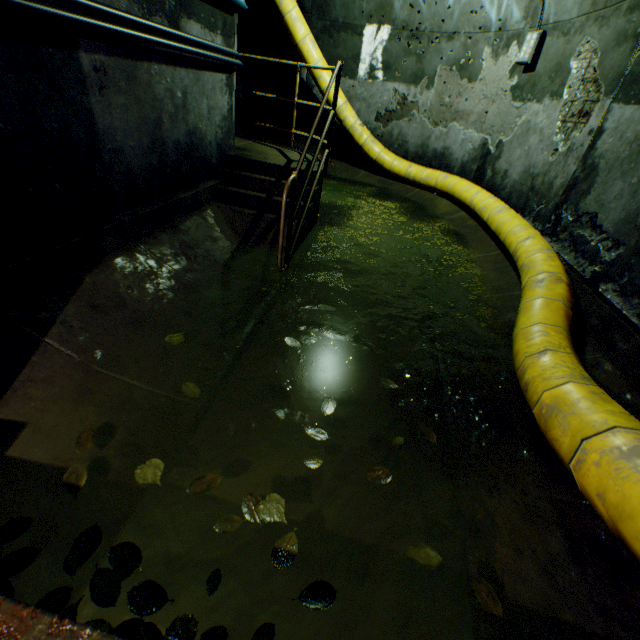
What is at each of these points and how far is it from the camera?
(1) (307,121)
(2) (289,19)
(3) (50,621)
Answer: (1) building tunnel, 8.6 meters
(2) large conduit, 6.5 meters
(3) sewer grate, 0.8 meters

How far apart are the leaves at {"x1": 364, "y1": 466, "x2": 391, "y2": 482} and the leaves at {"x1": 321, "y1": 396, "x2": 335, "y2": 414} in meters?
0.4 m

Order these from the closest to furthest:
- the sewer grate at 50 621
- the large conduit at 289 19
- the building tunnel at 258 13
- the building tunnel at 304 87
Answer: the sewer grate at 50 621 → the building tunnel at 258 13 → the large conduit at 289 19 → the building tunnel at 304 87

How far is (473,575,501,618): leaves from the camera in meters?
1.3

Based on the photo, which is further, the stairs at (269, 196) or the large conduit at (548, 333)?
the stairs at (269, 196)

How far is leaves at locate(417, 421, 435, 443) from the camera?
1.99m

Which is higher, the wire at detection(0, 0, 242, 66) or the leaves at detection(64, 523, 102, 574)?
the wire at detection(0, 0, 242, 66)

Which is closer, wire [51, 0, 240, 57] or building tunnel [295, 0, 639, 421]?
wire [51, 0, 240, 57]
